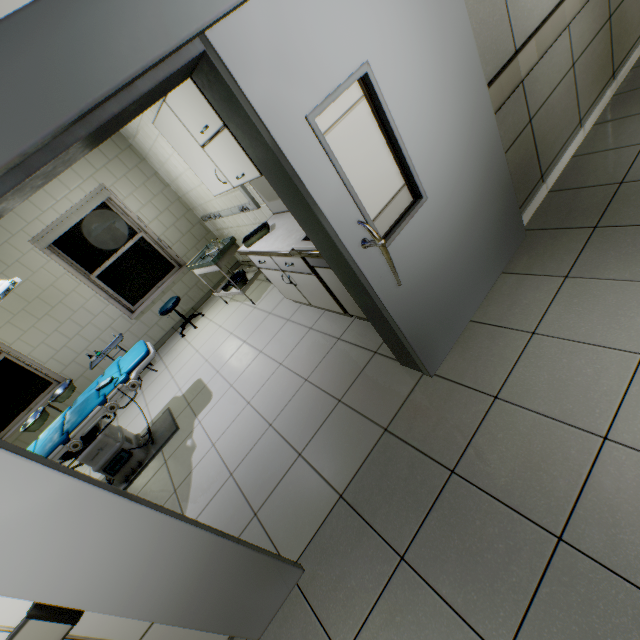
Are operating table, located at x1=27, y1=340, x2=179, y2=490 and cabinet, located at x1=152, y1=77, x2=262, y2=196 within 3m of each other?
yes

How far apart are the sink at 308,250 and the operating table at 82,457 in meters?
1.9

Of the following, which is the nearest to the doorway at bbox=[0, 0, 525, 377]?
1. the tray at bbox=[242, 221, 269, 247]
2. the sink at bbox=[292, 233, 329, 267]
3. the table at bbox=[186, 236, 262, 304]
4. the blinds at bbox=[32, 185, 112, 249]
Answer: the sink at bbox=[292, 233, 329, 267]

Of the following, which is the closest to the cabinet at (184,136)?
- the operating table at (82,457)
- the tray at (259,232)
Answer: the tray at (259,232)

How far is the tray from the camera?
3.3 meters

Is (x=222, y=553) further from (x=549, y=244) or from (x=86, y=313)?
(x=86, y=313)

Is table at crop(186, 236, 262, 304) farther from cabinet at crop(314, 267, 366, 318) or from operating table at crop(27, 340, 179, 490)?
cabinet at crop(314, 267, 366, 318)

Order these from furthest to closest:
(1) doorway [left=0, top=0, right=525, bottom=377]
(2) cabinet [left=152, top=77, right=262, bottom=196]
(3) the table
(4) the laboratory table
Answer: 1. (3) the table
2. (4) the laboratory table
3. (2) cabinet [left=152, top=77, right=262, bottom=196]
4. (1) doorway [left=0, top=0, right=525, bottom=377]
